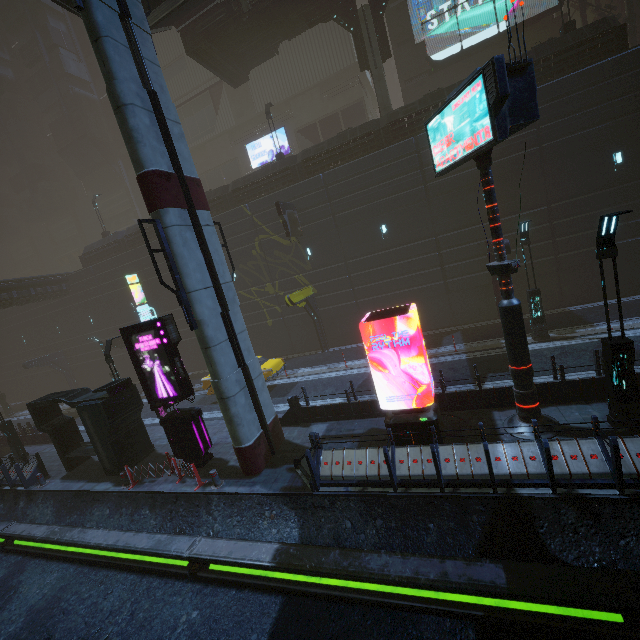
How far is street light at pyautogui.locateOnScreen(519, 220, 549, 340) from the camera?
14.4 meters

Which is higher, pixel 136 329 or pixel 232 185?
pixel 232 185

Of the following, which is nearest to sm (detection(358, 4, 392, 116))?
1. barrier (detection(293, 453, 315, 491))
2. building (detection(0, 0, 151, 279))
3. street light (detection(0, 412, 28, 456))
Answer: building (detection(0, 0, 151, 279))

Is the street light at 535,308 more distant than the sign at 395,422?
Yes

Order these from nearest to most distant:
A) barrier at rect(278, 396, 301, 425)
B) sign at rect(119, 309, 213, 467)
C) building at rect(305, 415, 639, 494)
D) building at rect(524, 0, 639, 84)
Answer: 1. building at rect(305, 415, 639, 494)
2. sign at rect(119, 309, 213, 467)
3. barrier at rect(278, 396, 301, 425)
4. building at rect(524, 0, 639, 84)

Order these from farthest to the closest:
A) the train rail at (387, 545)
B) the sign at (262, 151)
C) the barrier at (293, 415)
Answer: the sign at (262, 151) → the barrier at (293, 415) → the train rail at (387, 545)

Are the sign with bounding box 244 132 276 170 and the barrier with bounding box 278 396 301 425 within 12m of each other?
no

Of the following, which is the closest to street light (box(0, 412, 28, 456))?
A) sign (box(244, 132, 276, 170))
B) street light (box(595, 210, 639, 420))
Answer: street light (box(595, 210, 639, 420))
